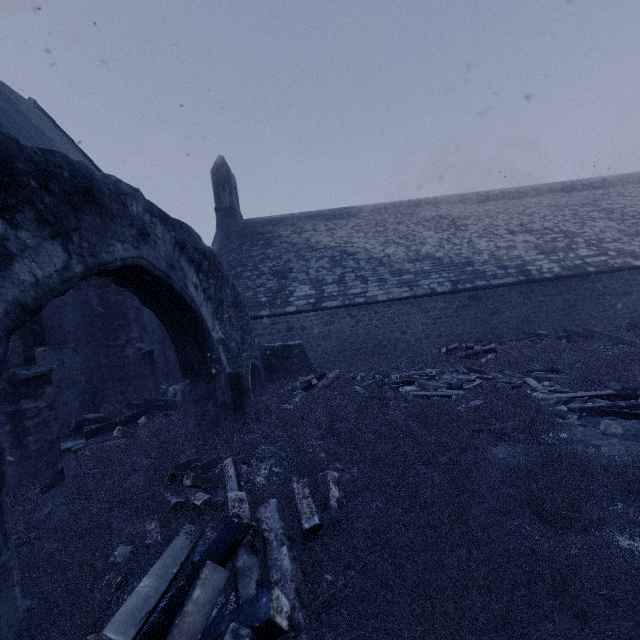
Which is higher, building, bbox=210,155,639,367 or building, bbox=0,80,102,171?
building, bbox=0,80,102,171

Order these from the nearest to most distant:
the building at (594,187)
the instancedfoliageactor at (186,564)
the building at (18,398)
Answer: the instancedfoliageactor at (186,564)
the building at (18,398)
the building at (594,187)

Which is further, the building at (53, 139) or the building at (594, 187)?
the building at (594, 187)

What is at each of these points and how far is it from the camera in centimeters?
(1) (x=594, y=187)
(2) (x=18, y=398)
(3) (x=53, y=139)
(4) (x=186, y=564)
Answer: (1) building, 2055cm
(2) building, 566cm
(3) building, 1233cm
(4) instancedfoliageactor, 325cm

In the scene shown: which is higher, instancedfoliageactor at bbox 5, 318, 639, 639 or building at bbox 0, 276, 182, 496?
building at bbox 0, 276, 182, 496

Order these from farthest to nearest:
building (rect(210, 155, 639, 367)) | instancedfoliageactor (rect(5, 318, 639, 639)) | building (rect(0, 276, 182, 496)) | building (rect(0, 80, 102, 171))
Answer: building (rect(210, 155, 639, 367)), building (rect(0, 80, 102, 171)), building (rect(0, 276, 182, 496)), instancedfoliageactor (rect(5, 318, 639, 639))

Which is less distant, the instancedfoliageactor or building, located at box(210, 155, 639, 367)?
the instancedfoliageactor
